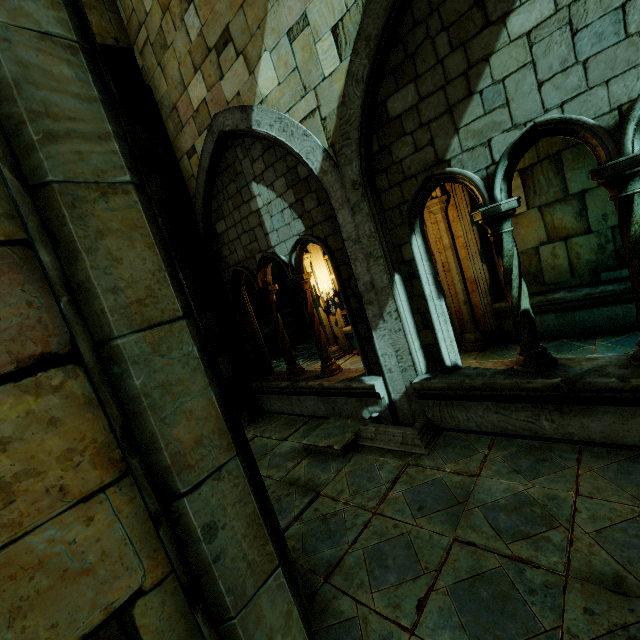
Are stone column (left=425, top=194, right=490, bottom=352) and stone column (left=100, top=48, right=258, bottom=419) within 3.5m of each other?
no

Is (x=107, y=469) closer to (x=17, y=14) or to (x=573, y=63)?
(x=17, y=14)

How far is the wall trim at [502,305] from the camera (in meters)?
6.50

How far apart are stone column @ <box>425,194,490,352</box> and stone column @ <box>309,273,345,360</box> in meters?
3.5

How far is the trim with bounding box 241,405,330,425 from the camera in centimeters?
599cm

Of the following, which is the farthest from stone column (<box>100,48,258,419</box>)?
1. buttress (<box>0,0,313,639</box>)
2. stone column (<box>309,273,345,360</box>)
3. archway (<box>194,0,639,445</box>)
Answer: buttress (<box>0,0,313,639</box>)

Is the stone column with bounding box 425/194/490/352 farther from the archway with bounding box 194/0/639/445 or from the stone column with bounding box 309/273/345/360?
the stone column with bounding box 309/273/345/360

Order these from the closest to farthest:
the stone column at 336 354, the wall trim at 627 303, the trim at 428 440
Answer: the trim at 428 440 → the wall trim at 627 303 → the stone column at 336 354
